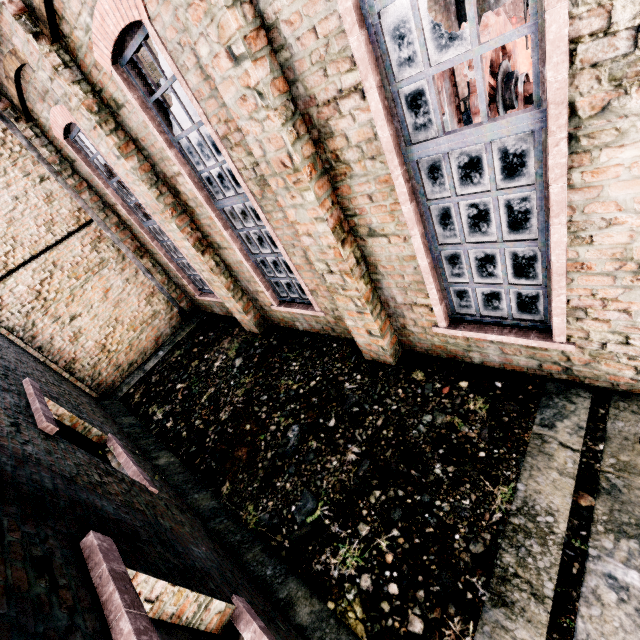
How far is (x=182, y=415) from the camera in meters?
8.3 m

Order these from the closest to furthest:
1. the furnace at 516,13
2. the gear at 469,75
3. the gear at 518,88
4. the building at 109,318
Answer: the building at 109,318 < the gear at 469,75 < the gear at 518,88 < the furnace at 516,13

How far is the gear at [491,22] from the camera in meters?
6.6 m

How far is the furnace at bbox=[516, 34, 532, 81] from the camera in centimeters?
1301cm

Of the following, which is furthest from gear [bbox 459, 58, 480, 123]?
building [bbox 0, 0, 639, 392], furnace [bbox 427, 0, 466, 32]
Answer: furnace [bbox 427, 0, 466, 32]

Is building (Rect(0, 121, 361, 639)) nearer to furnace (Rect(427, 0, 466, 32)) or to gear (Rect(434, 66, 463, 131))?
furnace (Rect(427, 0, 466, 32))
